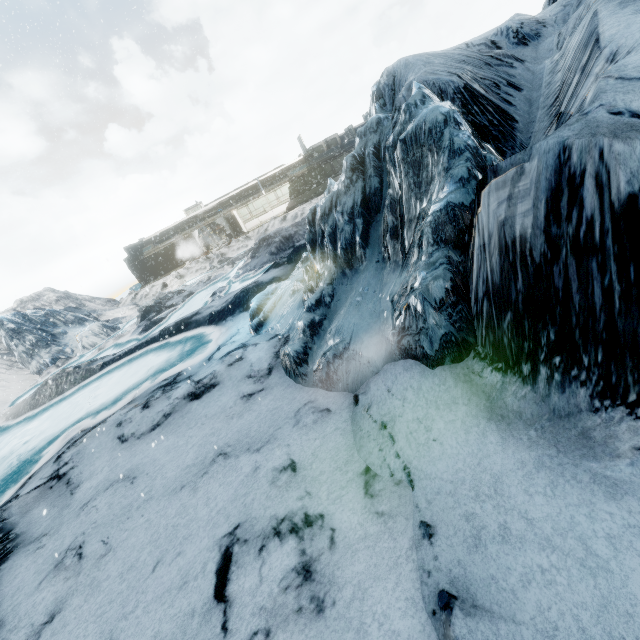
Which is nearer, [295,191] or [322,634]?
[322,634]
